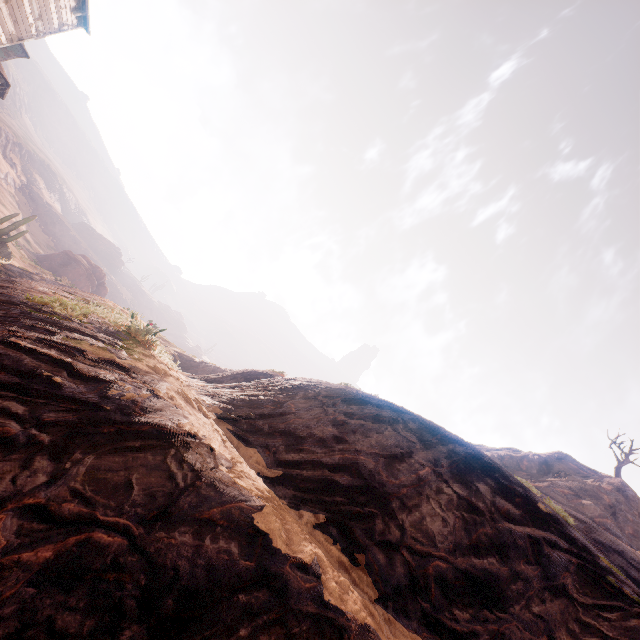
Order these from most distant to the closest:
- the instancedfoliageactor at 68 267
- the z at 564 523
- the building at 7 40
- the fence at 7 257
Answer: the instancedfoliageactor at 68 267 < the fence at 7 257 < the building at 7 40 < the z at 564 523

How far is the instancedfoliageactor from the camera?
42.31m

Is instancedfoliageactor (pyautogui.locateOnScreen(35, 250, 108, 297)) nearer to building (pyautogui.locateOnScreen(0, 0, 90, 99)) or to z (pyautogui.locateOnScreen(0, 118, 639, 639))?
z (pyautogui.locateOnScreen(0, 118, 639, 639))

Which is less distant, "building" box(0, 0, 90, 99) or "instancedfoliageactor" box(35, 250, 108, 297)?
"building" box(0, 0, 90, 99)

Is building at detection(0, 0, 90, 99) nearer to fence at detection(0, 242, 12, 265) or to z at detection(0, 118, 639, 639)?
z at detection(0, 118, 639, 639)

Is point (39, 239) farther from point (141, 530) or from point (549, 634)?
point (549, 634)

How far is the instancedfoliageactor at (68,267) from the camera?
42.3m

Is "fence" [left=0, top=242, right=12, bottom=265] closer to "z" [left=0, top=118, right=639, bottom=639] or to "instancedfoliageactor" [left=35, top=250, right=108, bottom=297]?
"z" [left=0, top=118, right=639, bottom=639]
